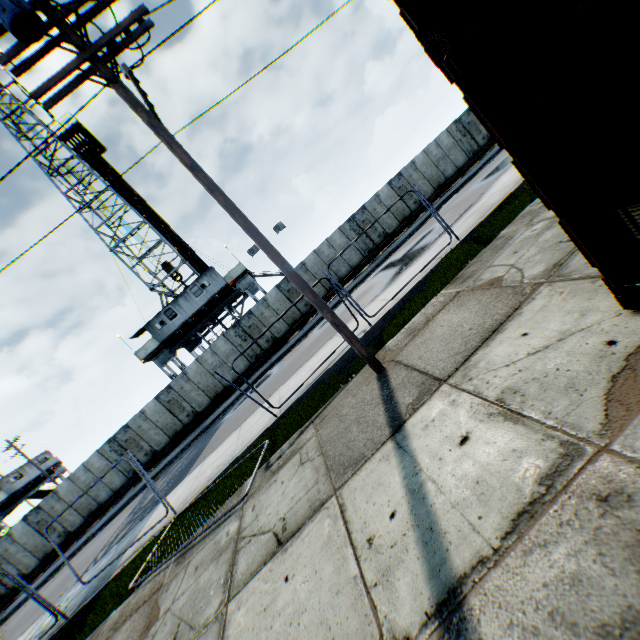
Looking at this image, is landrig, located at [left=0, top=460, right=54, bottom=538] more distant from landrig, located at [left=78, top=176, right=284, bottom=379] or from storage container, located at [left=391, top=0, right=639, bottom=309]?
storage container, located at [left=391, top=0, right=639, bottom=309]

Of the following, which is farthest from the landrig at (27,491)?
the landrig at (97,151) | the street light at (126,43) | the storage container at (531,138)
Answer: the storage container at (531,138)

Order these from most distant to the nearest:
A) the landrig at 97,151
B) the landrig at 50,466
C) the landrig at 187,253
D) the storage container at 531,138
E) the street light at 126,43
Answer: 1. the landrig at 50,466
2. the landrig at 97,151
3. the landrig at 187,253
4. the street light at 126,43
5. the storage container at 531,138

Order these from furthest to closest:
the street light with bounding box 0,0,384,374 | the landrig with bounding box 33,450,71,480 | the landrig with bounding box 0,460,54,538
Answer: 1. the landrig with bounding box 33,450,71,480
2. the landrig with bounding box 0,460,54,538
3. the street light with bounding box 0,0,384,374

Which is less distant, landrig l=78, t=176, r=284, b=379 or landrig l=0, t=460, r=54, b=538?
landrig l=78, t=176, r=284, b=379

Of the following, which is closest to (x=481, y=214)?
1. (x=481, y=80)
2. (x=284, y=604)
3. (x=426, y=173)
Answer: (x=481, y=80)

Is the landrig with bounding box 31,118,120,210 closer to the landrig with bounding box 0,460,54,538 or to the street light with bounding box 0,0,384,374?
the landrig with bounding box 0,460,54,538
